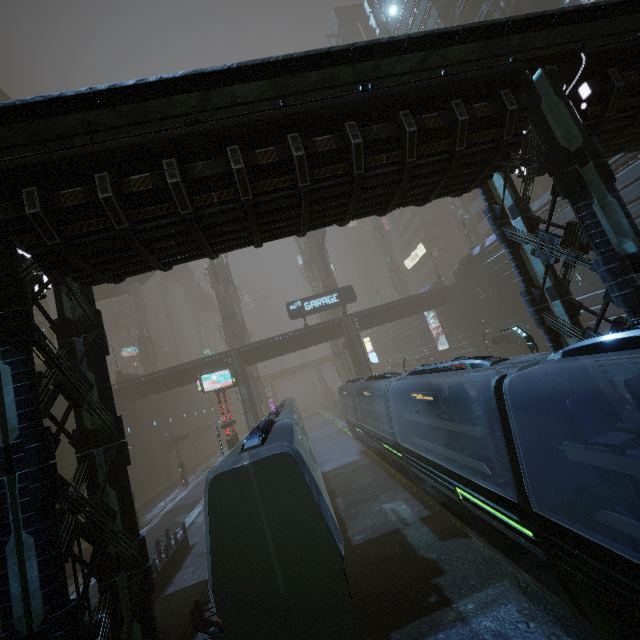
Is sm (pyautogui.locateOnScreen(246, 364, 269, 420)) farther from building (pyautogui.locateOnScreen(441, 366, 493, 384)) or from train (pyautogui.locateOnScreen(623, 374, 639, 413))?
train (pyautogui.locateOnScreen(623, 374, 639, 413))

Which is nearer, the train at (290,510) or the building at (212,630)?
the train at (290,510)

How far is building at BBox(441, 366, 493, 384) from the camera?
36.8m

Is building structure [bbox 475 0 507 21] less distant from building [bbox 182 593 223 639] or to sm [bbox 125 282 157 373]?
building [bbox 182 593 223 639]

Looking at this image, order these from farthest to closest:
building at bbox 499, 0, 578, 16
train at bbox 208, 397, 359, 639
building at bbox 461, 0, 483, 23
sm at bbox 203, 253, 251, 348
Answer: sm at bbox 203, 253, 251, 348
building at bbox 461, 0, 483, 23
building at bbox 499, 0, 578, 16
train at bbox 208, 397, 359, 639

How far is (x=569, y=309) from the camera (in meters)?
10.05

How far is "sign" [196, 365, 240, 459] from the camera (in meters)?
25.56

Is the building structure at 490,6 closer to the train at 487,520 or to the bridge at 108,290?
the train at 487,520
